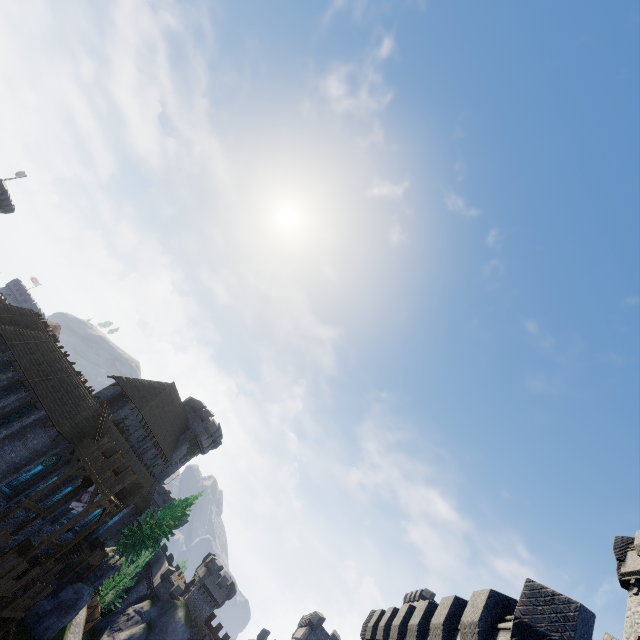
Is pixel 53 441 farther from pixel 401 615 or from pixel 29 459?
pixel 401 615

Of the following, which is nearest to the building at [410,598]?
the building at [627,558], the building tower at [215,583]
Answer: the building tower at [215,583]

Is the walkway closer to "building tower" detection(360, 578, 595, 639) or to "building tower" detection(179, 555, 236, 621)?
"building tower" detection(360, 578, 595, 639)

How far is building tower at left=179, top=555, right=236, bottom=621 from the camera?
54.0 meters

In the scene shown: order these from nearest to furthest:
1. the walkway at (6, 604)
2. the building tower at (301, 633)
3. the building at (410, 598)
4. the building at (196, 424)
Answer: the walkway at (6, 604) < the building at (196, 424) < the building tower at (301, 633) < the building at (410, 598)

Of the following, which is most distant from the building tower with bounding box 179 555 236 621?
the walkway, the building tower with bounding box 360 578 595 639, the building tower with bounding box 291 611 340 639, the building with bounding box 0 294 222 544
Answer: the building tower with bounding box 360 578 595 639

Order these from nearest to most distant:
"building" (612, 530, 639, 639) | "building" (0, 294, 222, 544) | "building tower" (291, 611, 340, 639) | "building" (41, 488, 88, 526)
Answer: "building" (612, 530, 639, 639) → "building" (0, 294, 222, 544) → "building" (41, 488, 88, 526) → "building tower" (291, 611, 340, 639)

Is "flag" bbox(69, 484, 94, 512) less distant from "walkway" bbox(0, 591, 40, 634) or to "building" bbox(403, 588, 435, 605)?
"walkway" bbox(0, 591, 40, 634)
